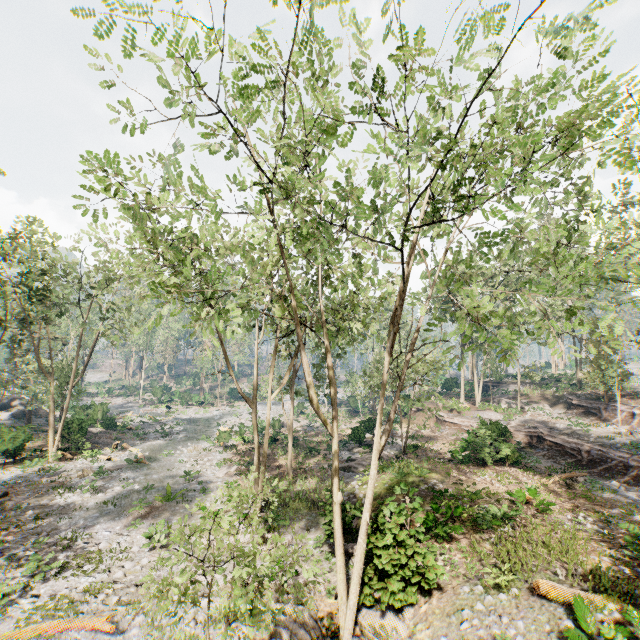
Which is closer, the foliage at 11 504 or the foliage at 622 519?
the foliage at 622 519

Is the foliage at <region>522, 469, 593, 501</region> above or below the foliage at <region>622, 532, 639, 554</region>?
above

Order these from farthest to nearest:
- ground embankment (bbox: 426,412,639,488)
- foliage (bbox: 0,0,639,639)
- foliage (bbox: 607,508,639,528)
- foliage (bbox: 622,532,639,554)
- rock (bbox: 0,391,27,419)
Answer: rock (bbox: 0,391,27,419) → ground embankment (bbox: 426,412,639,488) → foliage (bbox: 607,508,639,528) → foliage (bbox: 622,532,639,554) → foliage (bbox: 0,0,639,639)

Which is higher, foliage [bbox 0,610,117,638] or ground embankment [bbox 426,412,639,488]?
ground embankment [bbox 426,412,639,488]

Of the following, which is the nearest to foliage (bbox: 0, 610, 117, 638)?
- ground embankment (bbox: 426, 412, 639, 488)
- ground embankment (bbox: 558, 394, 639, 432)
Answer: ground embankment (bbox: 558, 394, 639, 432)

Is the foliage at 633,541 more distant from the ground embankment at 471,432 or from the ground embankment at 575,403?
the ground embankment at 471,432

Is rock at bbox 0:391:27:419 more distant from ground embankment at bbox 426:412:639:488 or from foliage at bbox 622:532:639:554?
ground embankment at bbox 426:412:639:488

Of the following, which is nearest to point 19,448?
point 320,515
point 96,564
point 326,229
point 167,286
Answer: point 96,564
